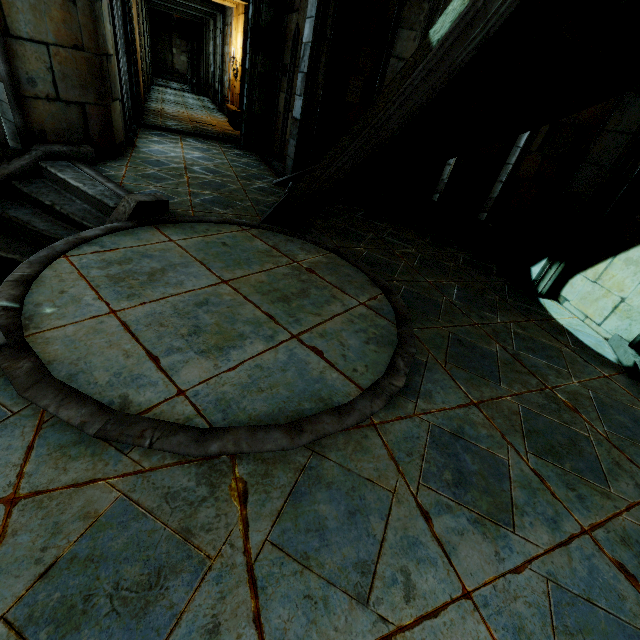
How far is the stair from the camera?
29.5m

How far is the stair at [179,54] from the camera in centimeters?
2950cm

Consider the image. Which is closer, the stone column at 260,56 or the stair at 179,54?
the stone column at 260,56

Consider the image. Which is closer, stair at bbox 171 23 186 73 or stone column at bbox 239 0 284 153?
stone column at bbox 239 0 284 153

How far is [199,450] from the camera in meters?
1.7 m
